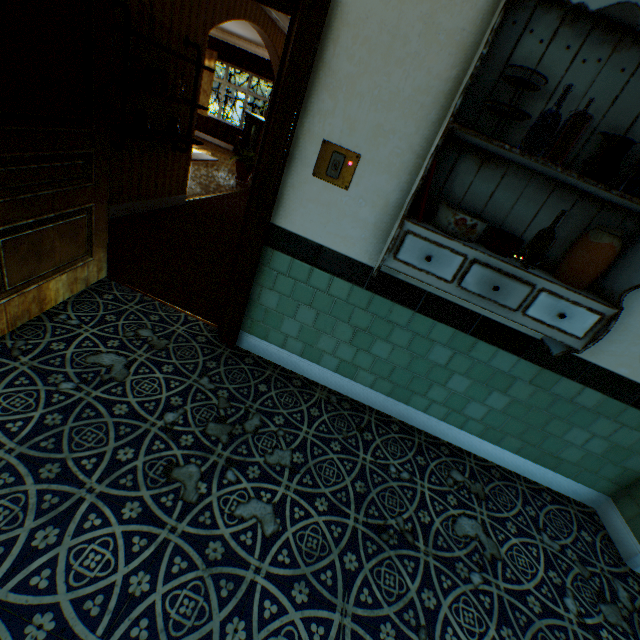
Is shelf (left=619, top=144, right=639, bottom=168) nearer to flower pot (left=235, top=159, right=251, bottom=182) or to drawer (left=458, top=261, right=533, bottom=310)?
drawer (left=458, top=261, right=533, bottom=310)

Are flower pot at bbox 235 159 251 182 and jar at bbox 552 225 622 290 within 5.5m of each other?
no

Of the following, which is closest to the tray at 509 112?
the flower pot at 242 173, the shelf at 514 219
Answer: the shelf at 514 219

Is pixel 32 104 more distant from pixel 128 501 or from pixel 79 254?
pixel 128 501

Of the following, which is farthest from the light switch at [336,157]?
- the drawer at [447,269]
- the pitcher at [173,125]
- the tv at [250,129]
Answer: → the tv at [250,129]

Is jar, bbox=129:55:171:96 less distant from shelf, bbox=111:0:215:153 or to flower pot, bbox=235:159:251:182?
shelf, bbox=111:0:215:153

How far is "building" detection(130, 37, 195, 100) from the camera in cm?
338

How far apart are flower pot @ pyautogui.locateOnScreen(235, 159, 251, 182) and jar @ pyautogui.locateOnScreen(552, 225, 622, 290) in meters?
7.7 m
